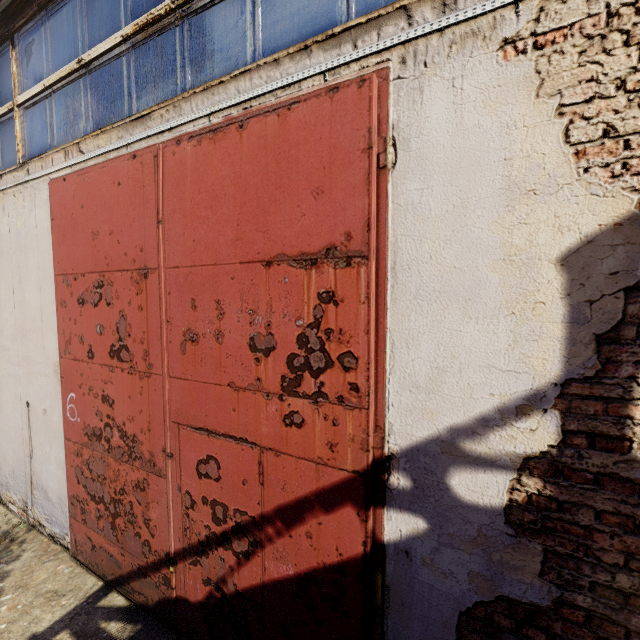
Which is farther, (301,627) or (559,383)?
(301,627)
